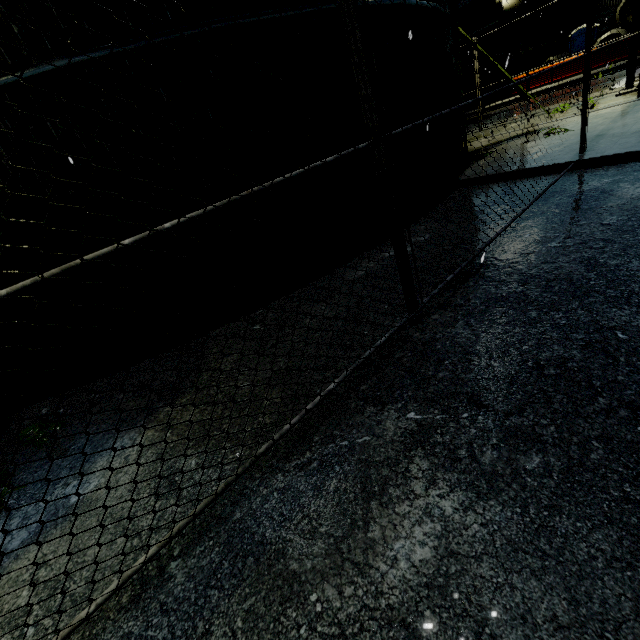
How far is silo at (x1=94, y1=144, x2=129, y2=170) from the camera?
3.27m

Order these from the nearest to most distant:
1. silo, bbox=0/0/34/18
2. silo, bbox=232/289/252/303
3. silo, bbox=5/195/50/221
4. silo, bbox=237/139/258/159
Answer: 1. silo, bbox=0/0/34/18
2. silo, bbox=5/195/50/221
3. silo, bbox=237/139/258/159
4. silo, bbox=232/289/252/303

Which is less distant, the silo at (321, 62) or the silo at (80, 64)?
the silo at (80, 64)

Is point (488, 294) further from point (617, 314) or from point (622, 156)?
point (622, 156)

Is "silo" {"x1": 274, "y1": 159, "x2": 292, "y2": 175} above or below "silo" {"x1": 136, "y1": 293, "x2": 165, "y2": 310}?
above

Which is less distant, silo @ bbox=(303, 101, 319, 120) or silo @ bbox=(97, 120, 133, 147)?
silo @ bbox=(97, 120, 133, 147)
